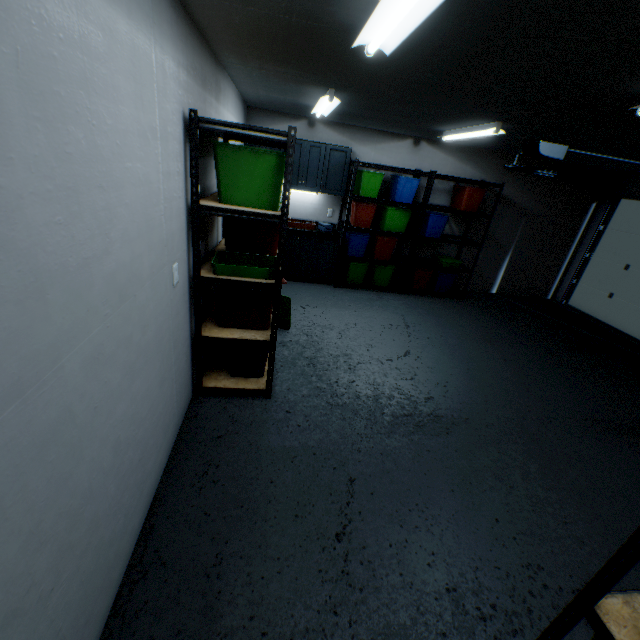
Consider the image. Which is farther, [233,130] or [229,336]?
[229,336]

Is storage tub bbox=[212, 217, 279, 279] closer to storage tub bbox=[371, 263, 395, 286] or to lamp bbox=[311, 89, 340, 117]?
lamp bbox=[311, 89, 340, 117]

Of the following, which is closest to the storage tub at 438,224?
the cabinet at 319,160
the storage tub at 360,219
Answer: the storage tub at 360,219

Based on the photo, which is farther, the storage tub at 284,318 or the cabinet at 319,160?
the cabinet at 319,160

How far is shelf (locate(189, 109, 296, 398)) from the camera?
1.9 meters

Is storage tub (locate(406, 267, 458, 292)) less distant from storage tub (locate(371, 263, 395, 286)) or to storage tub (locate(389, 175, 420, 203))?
storage tub (locate(371, 263, 395, 286))

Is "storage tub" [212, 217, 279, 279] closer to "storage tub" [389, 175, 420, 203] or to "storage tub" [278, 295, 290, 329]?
"storage tub" [278, 295, 290, 329]

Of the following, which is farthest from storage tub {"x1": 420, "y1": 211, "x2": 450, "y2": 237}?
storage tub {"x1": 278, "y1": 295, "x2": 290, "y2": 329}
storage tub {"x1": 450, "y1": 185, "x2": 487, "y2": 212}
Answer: storage tub {"x1": 278, "y1": 295, "x2": 290, "y2": 329}
